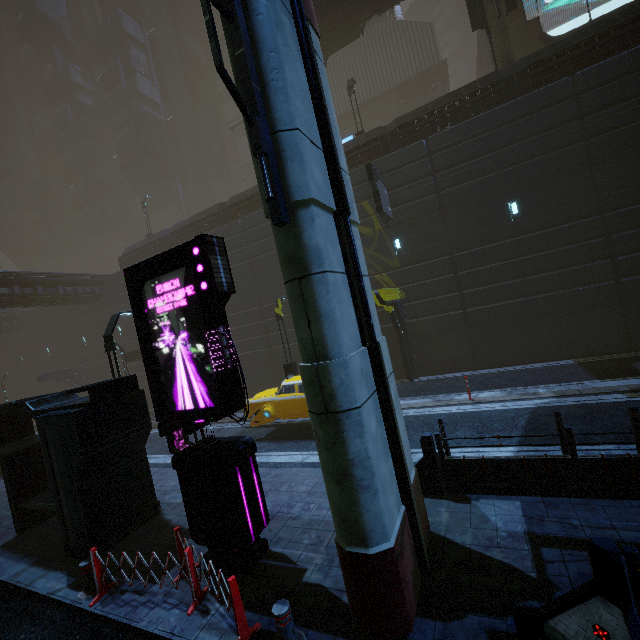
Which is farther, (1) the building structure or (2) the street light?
(1) the building structure

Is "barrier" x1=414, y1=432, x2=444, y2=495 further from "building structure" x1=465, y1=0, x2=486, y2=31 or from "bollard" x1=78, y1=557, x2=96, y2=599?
"building structure" x1=465, y1=0, x2=486, y2=31

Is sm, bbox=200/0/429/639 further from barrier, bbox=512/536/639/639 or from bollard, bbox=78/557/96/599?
bollard, bbox=78/557/96/599

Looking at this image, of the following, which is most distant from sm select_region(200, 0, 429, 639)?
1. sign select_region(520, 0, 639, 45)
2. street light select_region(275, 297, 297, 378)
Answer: sign select_region(520, 0, 639, 45)

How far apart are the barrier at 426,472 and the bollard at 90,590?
6.1 meters

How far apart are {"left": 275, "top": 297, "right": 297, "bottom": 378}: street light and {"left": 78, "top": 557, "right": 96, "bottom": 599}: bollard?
9.2m

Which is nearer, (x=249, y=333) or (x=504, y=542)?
(x=504, y=542)

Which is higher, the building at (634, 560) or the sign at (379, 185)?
the sign at (379, 185)
